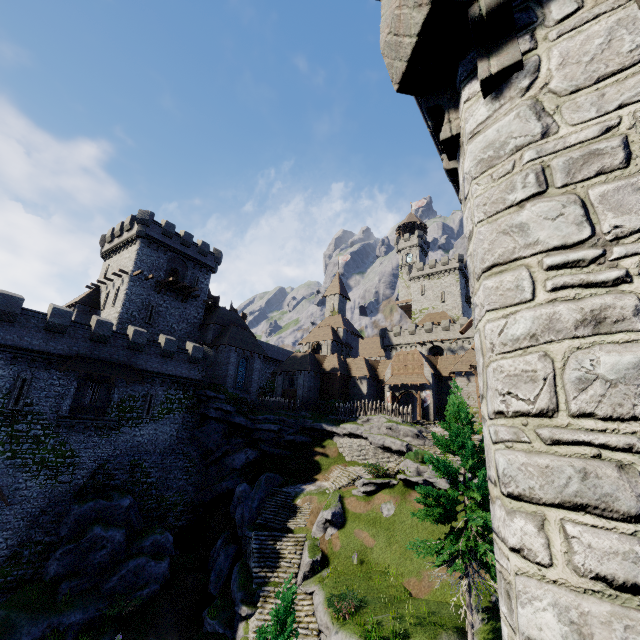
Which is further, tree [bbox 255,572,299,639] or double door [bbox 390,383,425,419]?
double door [bbox 390,383,425,419]

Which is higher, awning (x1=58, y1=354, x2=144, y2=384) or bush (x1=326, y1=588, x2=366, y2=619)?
awning (x1=58, y1=354, x2=144, y2=384)

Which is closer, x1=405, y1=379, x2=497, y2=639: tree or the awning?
x1=405, y1=379, x2=497, y2=639: tree

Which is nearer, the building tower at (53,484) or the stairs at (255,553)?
the stairs at (255,553)

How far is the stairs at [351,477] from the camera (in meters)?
28.34

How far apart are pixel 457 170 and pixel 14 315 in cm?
2958

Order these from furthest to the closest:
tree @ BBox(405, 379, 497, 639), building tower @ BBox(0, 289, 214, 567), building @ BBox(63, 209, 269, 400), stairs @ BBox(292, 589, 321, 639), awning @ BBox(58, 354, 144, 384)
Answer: building @ BBox(63, 209, 269, 400) < awning @ BBox(58, 354, 144, 384) < building tower @ BBox(0, 289, 214, 567) < stairs @ BBox(292, 589, 321, 639) < tree @ BBox(405, 379, 497, 639)

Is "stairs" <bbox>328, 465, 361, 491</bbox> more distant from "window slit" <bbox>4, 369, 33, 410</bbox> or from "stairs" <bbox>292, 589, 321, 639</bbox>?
"window slit" <bbox>4, 369, 33, 410</bbox>
